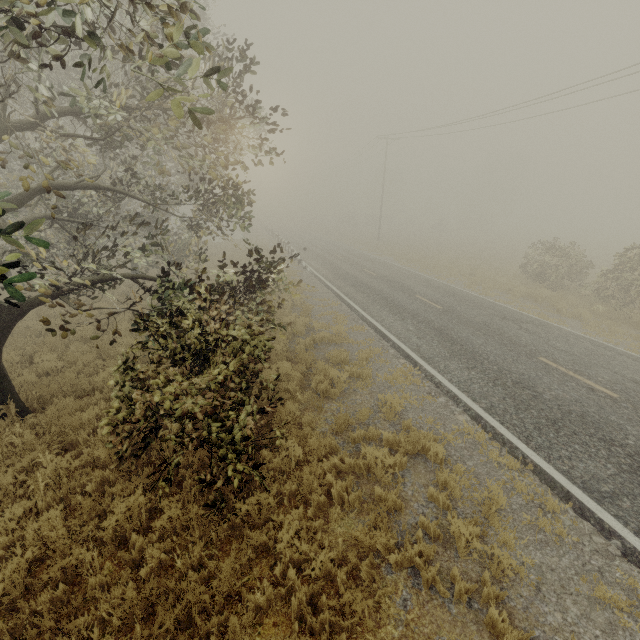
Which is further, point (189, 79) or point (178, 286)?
point (178, 286)

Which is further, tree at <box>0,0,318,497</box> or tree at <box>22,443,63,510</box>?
tree at <box>22,443,63,510</box>

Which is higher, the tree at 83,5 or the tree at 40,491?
the tree at 83,5

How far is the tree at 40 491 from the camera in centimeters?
514cm

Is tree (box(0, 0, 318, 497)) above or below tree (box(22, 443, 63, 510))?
above

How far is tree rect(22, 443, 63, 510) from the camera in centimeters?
514cm
